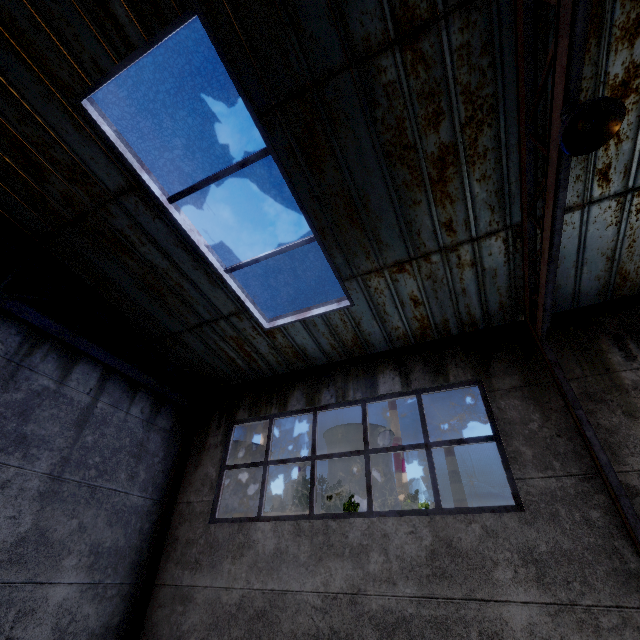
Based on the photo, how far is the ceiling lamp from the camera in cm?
247

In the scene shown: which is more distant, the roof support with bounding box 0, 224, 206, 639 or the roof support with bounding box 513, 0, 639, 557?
the roof support with bounding box 0, 224, 206, 639

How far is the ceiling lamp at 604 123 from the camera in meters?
2.5 m

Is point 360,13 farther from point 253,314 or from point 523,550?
point 523,550

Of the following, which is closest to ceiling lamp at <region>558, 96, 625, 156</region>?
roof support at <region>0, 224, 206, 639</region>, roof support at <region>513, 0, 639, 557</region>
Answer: roof support at <region>513, 0, 639, 557</region>

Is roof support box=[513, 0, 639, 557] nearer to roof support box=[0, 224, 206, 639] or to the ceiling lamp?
the ceiling lamp

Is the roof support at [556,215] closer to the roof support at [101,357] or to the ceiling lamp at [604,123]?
the ceiling lamp at [604,123]
